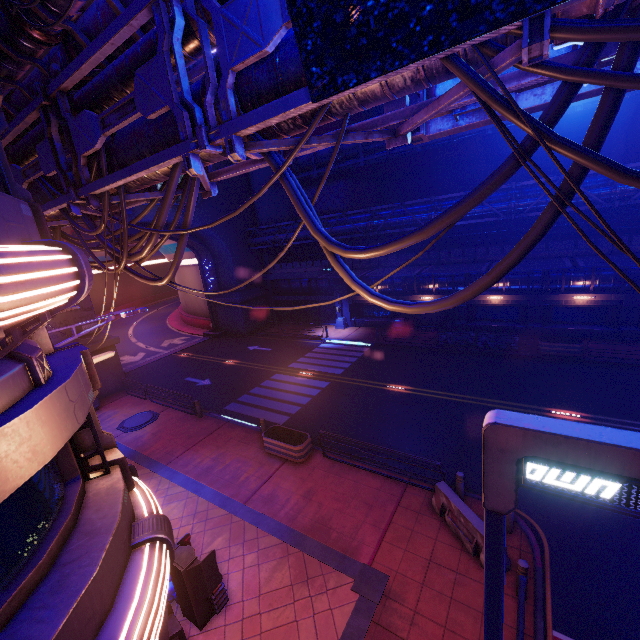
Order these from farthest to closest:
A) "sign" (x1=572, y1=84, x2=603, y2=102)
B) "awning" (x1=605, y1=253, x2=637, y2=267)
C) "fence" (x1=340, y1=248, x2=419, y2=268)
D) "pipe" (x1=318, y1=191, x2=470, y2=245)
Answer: "fence" (x1=340, y1=248, x2=419, y2=268), "pipe" (x1=318, y1=191, x2=470, y2=245), "awning" (x1=605, y1=253, x2=637, y2=267), "sign" (x1=572, y1=84, x2=603, y2=102)

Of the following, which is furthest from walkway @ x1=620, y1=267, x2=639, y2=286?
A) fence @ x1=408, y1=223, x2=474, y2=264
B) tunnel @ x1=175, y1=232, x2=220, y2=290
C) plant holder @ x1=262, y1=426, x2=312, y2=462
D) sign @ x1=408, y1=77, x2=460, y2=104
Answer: sign @ x1=408, y1=77, x2=460, y2=104

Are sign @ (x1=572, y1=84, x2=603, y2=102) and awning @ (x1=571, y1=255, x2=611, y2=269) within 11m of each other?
no

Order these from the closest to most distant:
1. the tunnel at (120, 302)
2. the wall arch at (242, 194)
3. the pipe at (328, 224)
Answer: the pipe at (328, 224)
the wall arch at (242, 194)
the tunnel at (120, 302)

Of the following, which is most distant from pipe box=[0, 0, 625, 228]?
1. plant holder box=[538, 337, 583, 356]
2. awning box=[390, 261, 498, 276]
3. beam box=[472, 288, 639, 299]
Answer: beam box=[472, 288, 639, 299]

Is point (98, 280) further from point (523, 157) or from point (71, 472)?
point (523, 157)

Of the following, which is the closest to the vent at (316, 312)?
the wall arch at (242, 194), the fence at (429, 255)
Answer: the wall arch at (242, 194)

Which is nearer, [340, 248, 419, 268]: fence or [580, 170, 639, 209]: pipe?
[580, 170, 639, 209]: pipe
